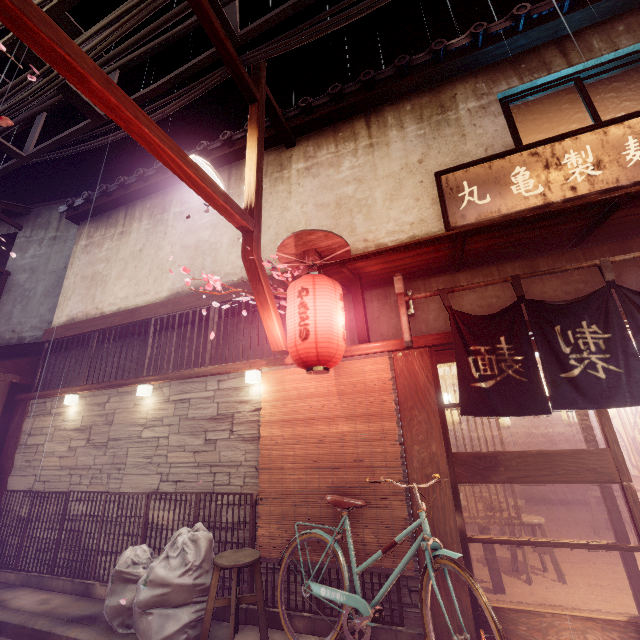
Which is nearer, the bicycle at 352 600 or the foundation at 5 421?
the bicycle at 352 600

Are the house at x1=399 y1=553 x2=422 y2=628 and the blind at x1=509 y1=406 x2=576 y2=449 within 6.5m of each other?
no

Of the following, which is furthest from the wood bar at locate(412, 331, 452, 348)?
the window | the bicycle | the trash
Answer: the window

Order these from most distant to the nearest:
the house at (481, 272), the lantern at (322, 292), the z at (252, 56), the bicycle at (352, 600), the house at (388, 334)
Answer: the house at (388, 334) → the z at (252, 56) → the house at (481, 272) → the lantern at (322, 292) → the bicycle at (352, 600)

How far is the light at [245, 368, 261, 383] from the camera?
8.09m

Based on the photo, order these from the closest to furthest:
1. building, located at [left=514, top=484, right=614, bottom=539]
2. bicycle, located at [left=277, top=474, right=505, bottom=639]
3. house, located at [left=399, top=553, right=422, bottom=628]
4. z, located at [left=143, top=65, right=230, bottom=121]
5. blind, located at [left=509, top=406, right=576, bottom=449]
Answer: bicycle, located at [left=277, top=474, right=505, bottom=639], house, located at [left=399, top=553, right=422, bottom=628], z, located at [left=143, top=65, right=230, bottom=121], building, located at [left=514, top=484, right=614, bottom=539], blind, located at [left=509, top=406, right=576, bottom=449]

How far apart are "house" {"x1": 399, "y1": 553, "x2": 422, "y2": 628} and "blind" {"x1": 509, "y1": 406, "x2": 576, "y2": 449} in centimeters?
1436cm

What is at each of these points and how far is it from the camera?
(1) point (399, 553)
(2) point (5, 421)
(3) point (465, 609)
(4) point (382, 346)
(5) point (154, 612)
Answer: (1) blind, 5.9 meters
(2) foundation, 11.9 meters
(3) wood pole, 5.4 meters
(4) wood bar, 7.2 meters
(5) trash, 5.8 meters
